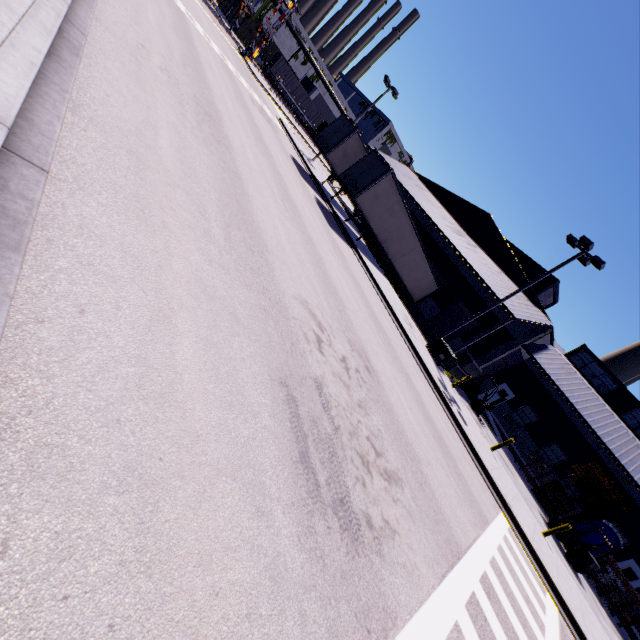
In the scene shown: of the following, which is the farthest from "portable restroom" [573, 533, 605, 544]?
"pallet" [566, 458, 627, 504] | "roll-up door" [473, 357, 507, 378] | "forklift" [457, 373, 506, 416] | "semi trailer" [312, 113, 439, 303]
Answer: "roll-up door" [473, 357, 507, 378]

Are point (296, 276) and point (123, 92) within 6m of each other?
yes

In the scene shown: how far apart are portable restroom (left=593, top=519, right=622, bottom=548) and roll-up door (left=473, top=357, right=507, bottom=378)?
11.8 meters

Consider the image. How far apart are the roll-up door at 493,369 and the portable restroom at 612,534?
11.79m

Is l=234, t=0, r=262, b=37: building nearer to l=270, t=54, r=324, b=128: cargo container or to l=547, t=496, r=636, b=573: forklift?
l=270, t=54, r=324, b=128: cargo container

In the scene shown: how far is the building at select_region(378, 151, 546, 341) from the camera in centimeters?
2608cm

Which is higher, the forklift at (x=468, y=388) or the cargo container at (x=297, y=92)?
the cargo container at (x=297, y=92)

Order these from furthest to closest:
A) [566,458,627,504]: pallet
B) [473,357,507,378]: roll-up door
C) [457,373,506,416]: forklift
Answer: [473,357,507,378]: roll-up door, [457,373,506,416]: forklift, [566,458,627,504]: pallet
